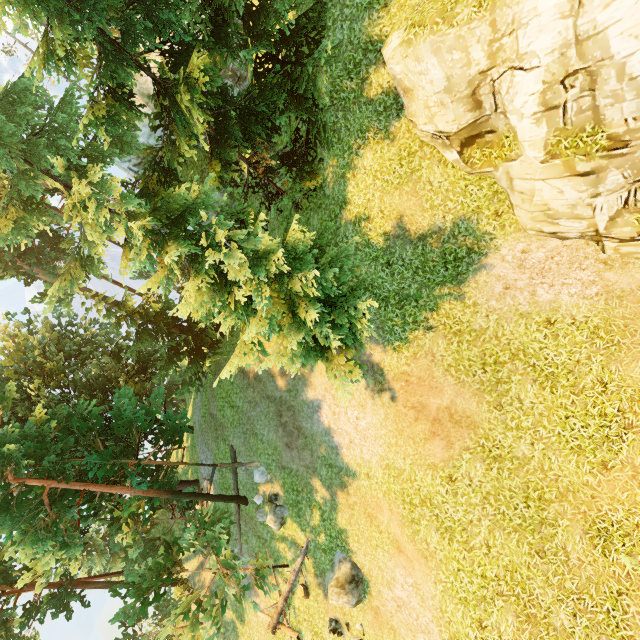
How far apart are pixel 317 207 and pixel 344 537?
14.6m

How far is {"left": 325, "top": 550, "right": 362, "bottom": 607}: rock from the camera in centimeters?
1255cm

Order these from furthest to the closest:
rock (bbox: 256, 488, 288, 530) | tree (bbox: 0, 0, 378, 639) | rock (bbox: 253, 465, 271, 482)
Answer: rock (bbox: 253, 465, 271, 482) < rock (bbox: 256, 488, 288, 530) < tree (bbox: 0, 0, 378, 639)

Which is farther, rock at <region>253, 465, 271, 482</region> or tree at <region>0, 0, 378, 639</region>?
rock at <region>253, 465, 271, 482</region>

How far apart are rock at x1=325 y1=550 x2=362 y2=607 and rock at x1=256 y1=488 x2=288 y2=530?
3.3m

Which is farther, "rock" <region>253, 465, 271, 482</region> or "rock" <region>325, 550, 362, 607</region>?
"rock" <region>253, 465, 271, 482</region>

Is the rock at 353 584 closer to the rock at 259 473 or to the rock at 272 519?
the rock at 272 519

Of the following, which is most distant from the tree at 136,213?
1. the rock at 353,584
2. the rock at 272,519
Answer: the rock at 353,584
